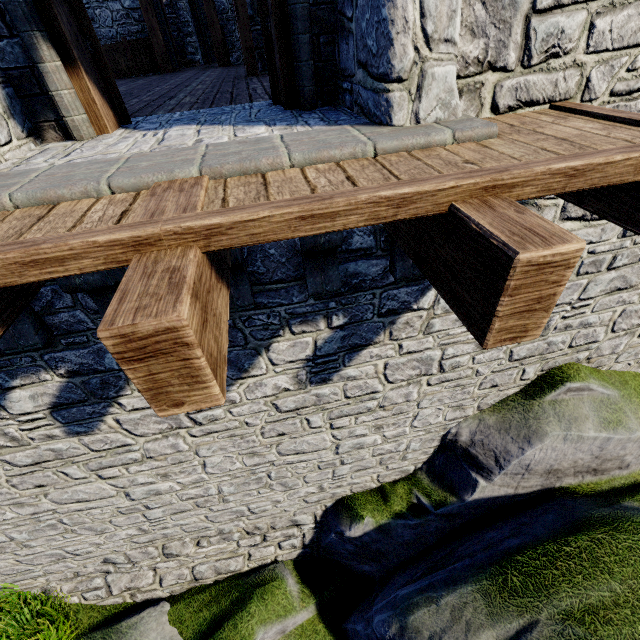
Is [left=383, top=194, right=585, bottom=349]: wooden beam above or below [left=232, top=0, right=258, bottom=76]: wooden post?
below

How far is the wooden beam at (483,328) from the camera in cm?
123

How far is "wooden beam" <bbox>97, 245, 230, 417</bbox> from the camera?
1.09m

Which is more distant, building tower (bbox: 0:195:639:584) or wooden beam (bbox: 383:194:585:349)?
building tower (bbox: 0:195:639:584)

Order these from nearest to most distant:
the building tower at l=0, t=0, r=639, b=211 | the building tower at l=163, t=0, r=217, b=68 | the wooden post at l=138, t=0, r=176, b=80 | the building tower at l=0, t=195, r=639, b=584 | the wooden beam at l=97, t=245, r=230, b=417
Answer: the wooden beam at l=97, t=245, r=230, b=417, the building tower at l=0, t=0, r=639, b=211, the building tower at l=0, t=195, r=639, b=584, the wooden post at l=138, t=0, r=176, b=80, the building tower at l=163, t=0, r=217, b=68

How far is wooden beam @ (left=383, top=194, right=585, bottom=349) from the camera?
1.2m

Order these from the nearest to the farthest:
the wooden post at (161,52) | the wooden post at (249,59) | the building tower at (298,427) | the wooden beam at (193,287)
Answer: the wooden beam at (193,287) → the building tower at (298,427) → the wooden post at (249,59) → the wooden post at (161,52)

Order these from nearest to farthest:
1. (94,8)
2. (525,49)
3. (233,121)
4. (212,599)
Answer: (525,49)
(233,121)
(212,599)
(94,8)
